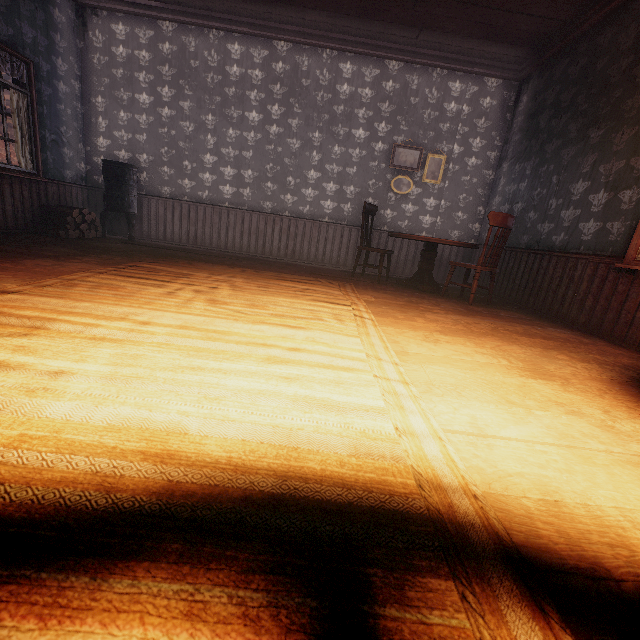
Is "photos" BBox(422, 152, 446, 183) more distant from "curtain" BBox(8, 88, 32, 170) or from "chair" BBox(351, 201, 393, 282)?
"curtain" BBox(8, 88, 32, 170)

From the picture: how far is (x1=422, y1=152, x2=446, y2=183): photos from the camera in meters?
6.1

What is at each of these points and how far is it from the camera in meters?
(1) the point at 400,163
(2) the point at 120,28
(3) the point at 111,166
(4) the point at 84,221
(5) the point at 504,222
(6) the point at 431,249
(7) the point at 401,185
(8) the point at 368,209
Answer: (1) photos, 6.1
(2) building, 5.6
(3) stove, 5.5
(4) log pile, 5.4
(5) chair, 4.1
(6) table, 5.1
(7) photos, 6.2
(8) chair, 5.3

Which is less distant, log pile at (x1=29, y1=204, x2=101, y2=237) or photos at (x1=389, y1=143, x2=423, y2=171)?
log pile at (x1=29, y1=204, x2=101, y2=237)

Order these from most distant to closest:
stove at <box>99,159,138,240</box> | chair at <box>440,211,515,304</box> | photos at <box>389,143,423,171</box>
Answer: photos at <box>389,143,423,171</box>, stove at <box>99,159,138,240</box>, chair at <box>440,211,515,304</box>

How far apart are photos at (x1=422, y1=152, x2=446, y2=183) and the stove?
5.4m

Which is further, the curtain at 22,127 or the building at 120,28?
the curtain at 22,127

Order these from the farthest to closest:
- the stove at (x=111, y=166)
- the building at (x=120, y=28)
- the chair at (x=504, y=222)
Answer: the stove at (x=111, y=166) → the chair at (x=504, y=222) → the building at (x=120, y=28)
